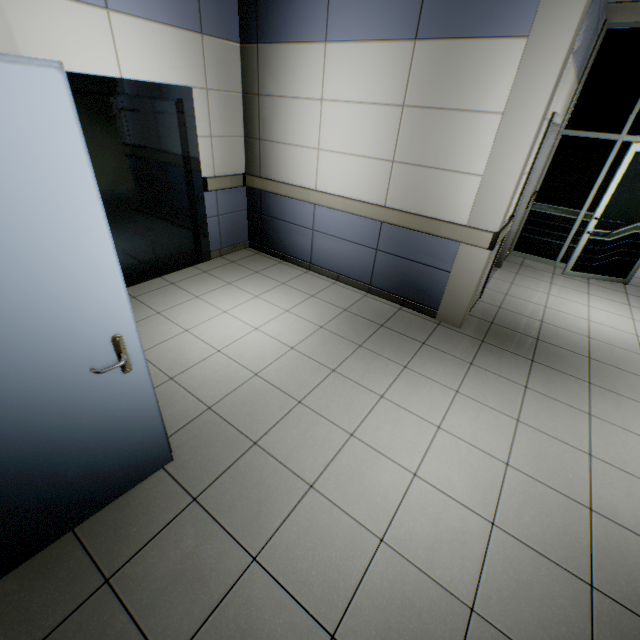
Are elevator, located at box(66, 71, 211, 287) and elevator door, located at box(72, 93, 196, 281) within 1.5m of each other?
yes

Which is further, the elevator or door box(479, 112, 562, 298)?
door box(479, 112, 562, 298)

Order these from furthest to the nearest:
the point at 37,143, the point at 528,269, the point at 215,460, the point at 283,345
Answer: the point at 528,269 < the point at 283,345 < the point at 215,460 < the point at 37,143

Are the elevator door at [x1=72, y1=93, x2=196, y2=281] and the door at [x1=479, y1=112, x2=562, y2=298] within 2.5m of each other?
no

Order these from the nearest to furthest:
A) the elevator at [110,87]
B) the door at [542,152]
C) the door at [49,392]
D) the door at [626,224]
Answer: the door at [49,392]
the elevator at [110,87]
the door at [542,152]
the door at [626,224]

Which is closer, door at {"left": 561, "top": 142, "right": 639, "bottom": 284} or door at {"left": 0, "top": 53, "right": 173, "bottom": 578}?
door at {"left": 0, "top": 53, "right": 173, "bottom": 578}

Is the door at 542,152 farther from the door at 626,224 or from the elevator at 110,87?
the elevator at 110,87

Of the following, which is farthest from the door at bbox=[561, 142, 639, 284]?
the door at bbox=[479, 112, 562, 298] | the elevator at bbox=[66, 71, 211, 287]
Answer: the elevator at bbox=[66, 71, 211, 287]
